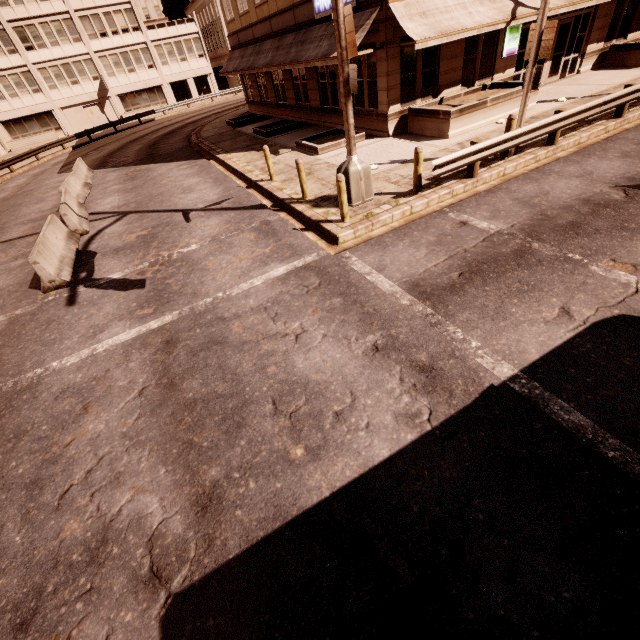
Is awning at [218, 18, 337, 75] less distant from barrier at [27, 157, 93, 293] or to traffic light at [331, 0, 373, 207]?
traffic light at [331, 0, 373, 207]

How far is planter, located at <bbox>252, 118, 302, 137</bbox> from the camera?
19.26m

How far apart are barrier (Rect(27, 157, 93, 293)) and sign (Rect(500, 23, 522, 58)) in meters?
19.7

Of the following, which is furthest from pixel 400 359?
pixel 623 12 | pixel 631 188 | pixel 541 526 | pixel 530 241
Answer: pixel 623 12

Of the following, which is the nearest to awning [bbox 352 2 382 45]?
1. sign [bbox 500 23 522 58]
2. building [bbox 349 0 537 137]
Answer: building [bbox 349 0 537 137]

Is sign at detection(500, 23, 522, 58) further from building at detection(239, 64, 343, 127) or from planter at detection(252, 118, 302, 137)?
planter at detection(252, 118, 302, 137)

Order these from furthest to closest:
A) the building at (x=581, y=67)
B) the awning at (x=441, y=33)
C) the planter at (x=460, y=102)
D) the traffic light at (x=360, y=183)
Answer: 1. the building at (x=581, y=67)
2. the planter at (x=460, y=102)
3. the awning at (x=441, y=33)
4. the traffic light at (x=360, y=183)

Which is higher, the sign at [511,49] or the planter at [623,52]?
the sign at [511,49]
